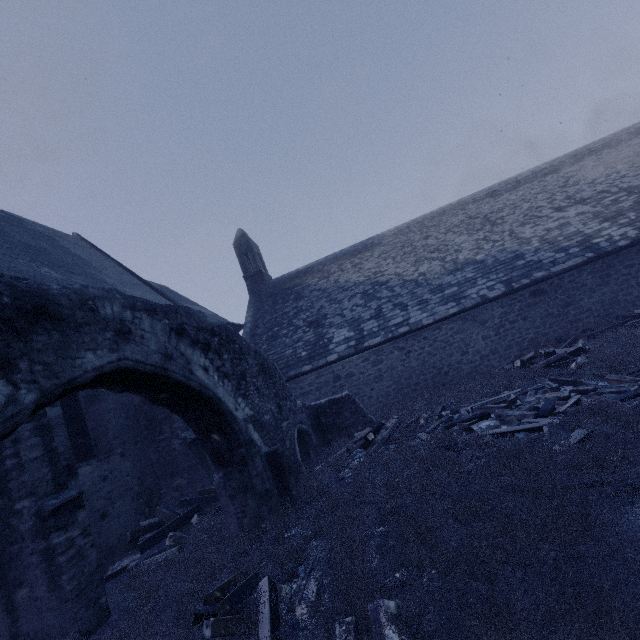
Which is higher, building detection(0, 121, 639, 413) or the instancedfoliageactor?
building detection(0, 121, 639, 413)

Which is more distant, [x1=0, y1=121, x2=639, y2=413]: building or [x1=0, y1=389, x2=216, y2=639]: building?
[x1=0, y1=121, x2=639, y2=413]: building

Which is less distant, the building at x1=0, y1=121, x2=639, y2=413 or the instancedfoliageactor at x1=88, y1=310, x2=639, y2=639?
the instancedfoliageactor at x1=88, y1=310, x2=639, y2=639

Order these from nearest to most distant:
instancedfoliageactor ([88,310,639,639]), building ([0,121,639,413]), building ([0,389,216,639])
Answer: instancedfoliageactor ([88,310,639,639]) → building ([0,389,216,639]) → building ([0,121,639,413])

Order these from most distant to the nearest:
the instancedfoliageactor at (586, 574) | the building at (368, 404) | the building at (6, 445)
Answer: the building at (368, 404) → the building at (6, 445) → the instancedfoliageactor at (586, 574)

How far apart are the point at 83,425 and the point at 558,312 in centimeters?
1593cm

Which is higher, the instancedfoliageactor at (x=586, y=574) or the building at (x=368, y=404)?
the building at (x=368, y=404)
